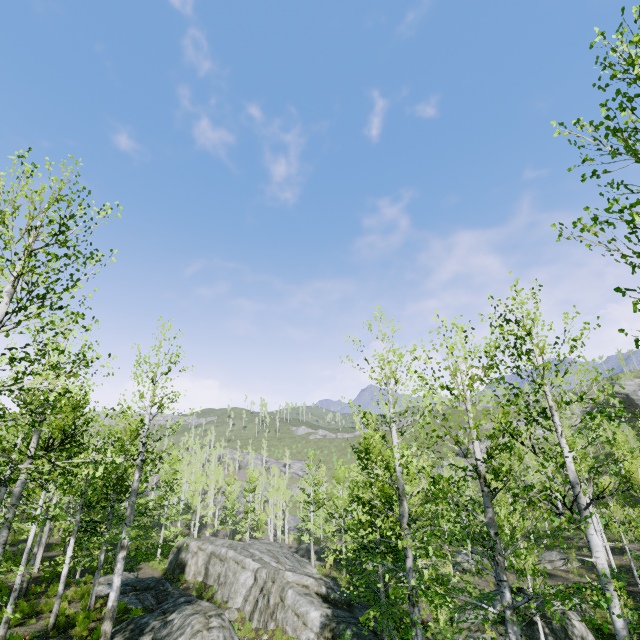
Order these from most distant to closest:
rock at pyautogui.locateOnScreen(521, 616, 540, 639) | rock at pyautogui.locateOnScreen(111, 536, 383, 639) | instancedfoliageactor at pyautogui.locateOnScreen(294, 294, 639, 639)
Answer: rock at pyautogui.locateOnScreen(521, 616, 540, 639), rock at pyautogui.locateOnScreen(111, 536, 383, 639), instancedfoliageactor at pyautogui.locateOnScreen(294, 294, 639, 639)

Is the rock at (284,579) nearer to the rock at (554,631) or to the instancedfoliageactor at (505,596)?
the instancedfoliageactor at (505,596)

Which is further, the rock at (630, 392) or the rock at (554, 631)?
the rock at (630, 392)

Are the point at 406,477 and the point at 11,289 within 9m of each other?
no

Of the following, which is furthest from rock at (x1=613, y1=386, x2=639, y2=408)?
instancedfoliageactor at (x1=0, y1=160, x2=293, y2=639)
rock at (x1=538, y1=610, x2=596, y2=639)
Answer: rock at (x1=538, y1=610, x2=596, y2=639)

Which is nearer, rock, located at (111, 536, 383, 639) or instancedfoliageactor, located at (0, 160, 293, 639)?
instancedfoliageactor, located at (0, 160, 293, 639)

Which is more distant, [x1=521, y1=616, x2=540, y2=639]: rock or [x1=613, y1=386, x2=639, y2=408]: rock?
[x1=613, y1=386, x2=639, y2=408]: rock
